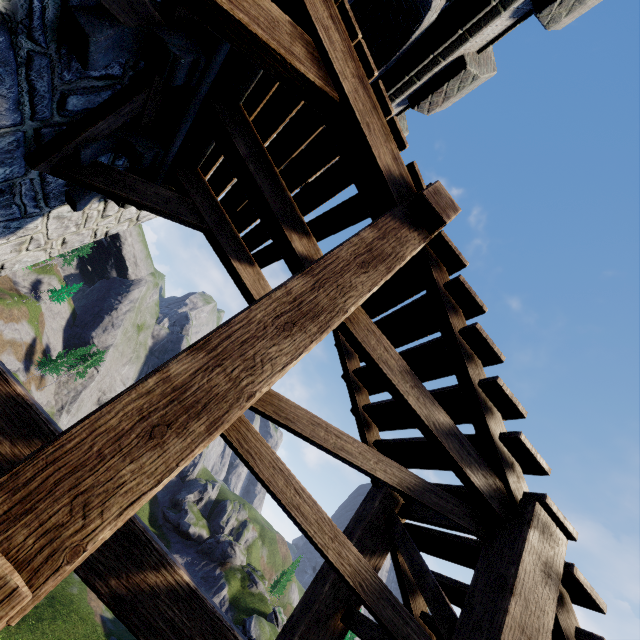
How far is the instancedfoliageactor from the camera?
54.8 meters

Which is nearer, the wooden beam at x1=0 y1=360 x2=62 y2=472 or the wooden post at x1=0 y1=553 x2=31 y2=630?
the wooden post at x1=0 y1=553 x2=31 y2=630

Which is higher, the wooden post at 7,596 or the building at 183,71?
the building at 183,71

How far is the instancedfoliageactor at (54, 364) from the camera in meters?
54.8 m

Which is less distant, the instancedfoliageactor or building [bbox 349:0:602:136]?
building [bbox 349:0:602:136]

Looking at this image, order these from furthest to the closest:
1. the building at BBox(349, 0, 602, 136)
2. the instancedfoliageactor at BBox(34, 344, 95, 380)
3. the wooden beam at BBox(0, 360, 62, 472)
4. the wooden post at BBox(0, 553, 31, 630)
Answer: the instancedfoliageactor at BBox(34, 344, 95, 380), the building at BBox(349, 0, 602, 136), the wooden beam at BBox(0, 360, 62, 472), the wooden post at BBox(0, 553, 31, 630)

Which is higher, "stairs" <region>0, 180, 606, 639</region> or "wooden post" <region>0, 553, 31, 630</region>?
"stairs" <region>0, 180, 606, 639</region>

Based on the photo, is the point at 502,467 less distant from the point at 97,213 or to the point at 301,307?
the point at 301,307
